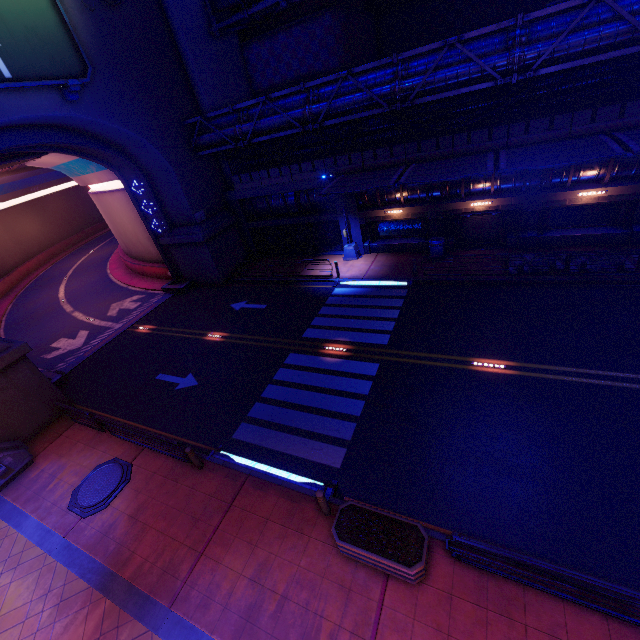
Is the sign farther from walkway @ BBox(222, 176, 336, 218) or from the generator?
the generator

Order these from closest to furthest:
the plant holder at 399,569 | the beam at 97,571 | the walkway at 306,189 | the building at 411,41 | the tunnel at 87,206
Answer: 1. the plant holder at 399,569
2. the beam at 97,571
3. the building at 411,41
4. the tunnel at 87,206
5. the walkway at 306,189

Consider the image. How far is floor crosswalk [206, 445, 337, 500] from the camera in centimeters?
980cm

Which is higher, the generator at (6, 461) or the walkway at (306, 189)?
the walkway at (306, 189)

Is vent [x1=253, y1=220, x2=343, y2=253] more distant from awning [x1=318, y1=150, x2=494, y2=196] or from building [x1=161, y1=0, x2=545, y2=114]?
building [x1=161, y1=0, x2=545, y2=114]

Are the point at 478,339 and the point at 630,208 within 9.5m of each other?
no

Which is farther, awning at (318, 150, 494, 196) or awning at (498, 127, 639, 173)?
awning at (318, 150, 494, 196)

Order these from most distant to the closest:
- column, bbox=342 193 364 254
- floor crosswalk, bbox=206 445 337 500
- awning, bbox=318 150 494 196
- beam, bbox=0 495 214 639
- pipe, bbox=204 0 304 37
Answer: column, bbox=342 193 364 254, pipe, bbox=204 0 304 37, awning, bbox=318 150 494 196, floor crosswalk, bbox=206 445 337 500, beam, bbox=0 495 214 639
